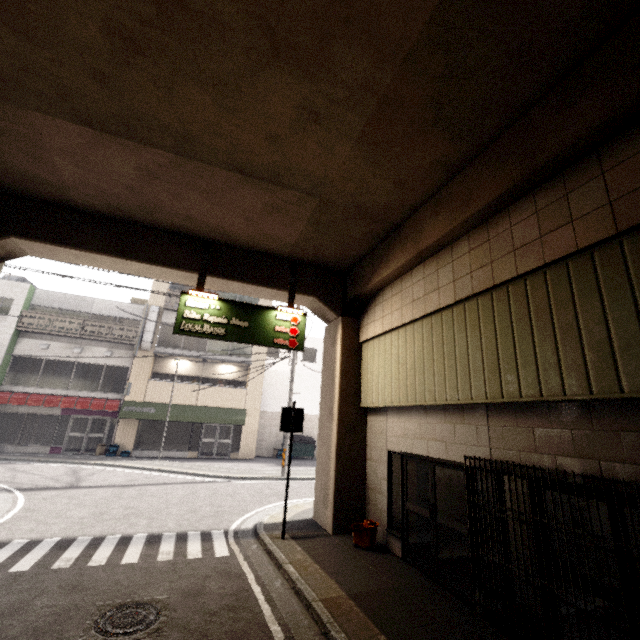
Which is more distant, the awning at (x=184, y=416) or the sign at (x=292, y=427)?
the awning at (x=184, y=416)

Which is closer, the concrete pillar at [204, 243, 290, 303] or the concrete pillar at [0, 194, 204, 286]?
the concrete pillar at [0, 194, 204, 286]

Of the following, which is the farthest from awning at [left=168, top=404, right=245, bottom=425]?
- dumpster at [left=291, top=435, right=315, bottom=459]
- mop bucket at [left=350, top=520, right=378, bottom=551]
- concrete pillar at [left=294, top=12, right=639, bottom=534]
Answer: mop bucket at [left=350, top=520, right=378, bottom=551]

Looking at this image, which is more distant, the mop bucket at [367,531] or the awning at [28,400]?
the awning at [28,400]

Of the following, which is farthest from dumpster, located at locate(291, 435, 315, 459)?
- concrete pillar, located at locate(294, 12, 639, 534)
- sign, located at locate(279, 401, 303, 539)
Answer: sign, located at locate(279, 401, 303, 539)

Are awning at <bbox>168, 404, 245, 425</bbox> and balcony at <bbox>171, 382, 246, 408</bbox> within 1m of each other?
yes

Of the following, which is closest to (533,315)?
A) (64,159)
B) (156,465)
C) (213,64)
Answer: (213,64)

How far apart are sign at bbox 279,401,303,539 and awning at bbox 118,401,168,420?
13.5 meters
